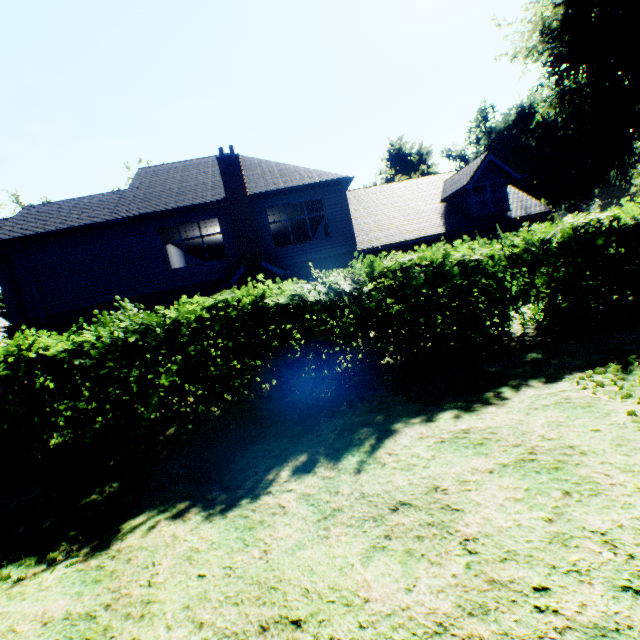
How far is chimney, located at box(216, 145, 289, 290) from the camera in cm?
1427

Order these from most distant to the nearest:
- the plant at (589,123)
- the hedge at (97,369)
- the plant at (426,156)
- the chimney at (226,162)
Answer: the plant at (426,156) < the plant at (589,123) < the chimney at (226,162) < the hedge at (97,369)

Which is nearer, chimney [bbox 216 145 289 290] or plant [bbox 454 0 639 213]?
chimney [bbox 216 145 289 290]

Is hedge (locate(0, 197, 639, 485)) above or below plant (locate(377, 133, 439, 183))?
below

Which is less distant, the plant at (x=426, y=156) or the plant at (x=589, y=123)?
the plant at (x=589, y=123)

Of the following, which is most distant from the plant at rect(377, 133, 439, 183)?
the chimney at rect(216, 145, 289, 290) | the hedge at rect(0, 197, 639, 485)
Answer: the chimney at rect(216, 145, 289, 290)

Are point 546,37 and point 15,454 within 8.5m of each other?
no
